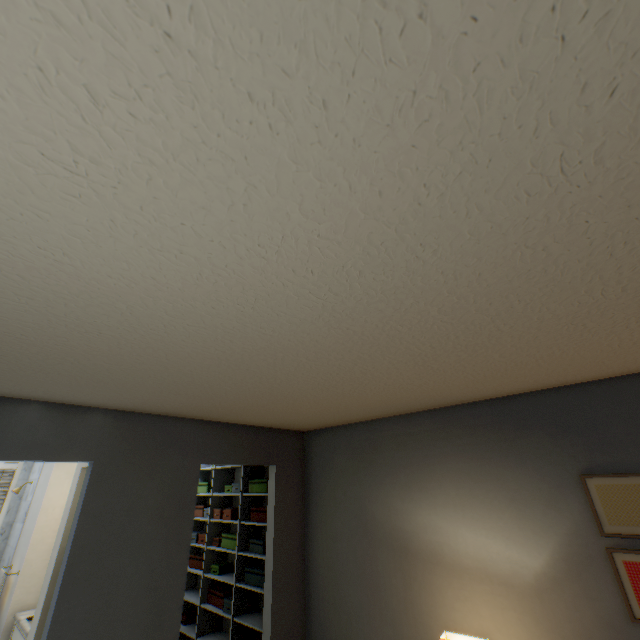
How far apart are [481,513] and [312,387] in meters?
1.7

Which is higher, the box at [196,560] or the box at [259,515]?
the box at [259,515]

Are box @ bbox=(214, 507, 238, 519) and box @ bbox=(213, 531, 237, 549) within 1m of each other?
yes

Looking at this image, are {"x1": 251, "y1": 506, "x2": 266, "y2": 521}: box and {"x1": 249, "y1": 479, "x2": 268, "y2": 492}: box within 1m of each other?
yes

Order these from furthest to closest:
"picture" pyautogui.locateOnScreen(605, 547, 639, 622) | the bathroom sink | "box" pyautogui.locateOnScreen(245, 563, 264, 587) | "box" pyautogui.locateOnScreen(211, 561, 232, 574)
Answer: "box" pyautogui.locateOnScreen(211, 561, 232, 574)
"box" pyautogui.locateOnScreen(245, 563, 264, 587)
the bathroom sink
"picture" pyautogui.locateOnScreen(605, 547, 639, 622)

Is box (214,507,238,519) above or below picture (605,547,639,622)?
above

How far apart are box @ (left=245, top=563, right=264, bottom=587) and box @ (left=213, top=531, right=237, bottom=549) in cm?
22

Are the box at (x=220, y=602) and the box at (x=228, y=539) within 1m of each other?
yes
